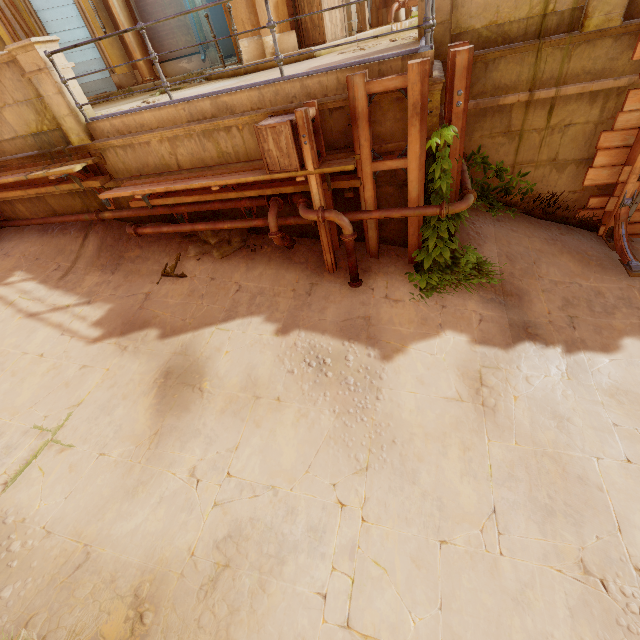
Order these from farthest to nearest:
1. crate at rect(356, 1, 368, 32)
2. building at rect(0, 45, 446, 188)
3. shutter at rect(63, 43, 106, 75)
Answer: shutter at rect(63, 43, 106, 75), crate at rect(356, 1, 368, 32), building at rect(0, 45, 446, 188)

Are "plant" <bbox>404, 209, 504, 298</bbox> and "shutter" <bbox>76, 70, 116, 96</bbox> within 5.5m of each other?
no

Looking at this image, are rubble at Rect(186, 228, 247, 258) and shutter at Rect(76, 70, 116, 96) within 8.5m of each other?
no

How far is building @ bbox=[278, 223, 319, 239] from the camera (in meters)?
6.16

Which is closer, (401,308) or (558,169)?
(401,308)

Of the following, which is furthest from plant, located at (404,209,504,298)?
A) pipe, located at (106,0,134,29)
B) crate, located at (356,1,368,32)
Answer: pipe, located at (106,0,134,29)

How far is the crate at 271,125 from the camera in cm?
444

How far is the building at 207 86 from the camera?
5.80m
